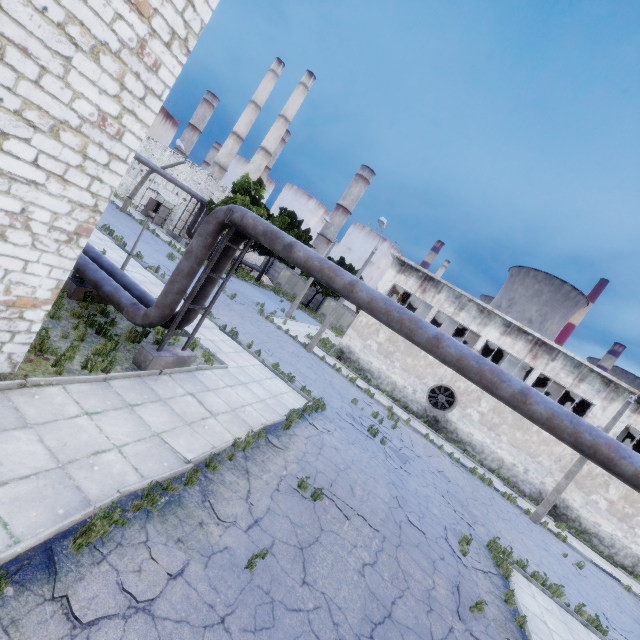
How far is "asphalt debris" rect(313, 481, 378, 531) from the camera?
8.7 meters

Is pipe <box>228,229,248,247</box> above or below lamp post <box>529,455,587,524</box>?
above

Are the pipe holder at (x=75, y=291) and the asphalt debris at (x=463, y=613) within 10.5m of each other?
no

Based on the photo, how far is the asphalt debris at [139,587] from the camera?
4.3 meters

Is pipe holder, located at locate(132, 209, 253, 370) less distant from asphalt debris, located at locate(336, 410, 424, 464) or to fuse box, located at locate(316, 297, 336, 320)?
asphalt debris, located at locate(336, 410, 424, 464)

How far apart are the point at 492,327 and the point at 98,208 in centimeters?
2477cm

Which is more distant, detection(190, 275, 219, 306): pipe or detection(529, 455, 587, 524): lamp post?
detection(529, 455, 587, 524): lamp post

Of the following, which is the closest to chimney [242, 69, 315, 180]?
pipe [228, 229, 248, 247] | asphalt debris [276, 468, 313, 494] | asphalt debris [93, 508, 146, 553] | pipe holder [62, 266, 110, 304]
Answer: pipe [228, 229, 248, 247]
